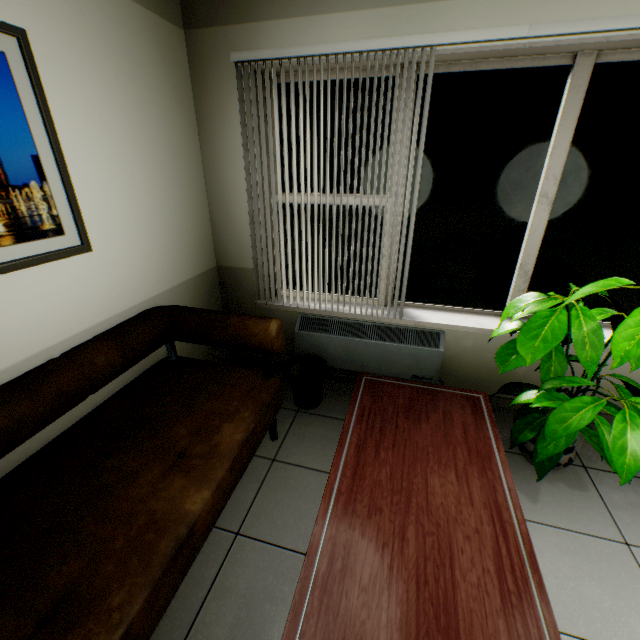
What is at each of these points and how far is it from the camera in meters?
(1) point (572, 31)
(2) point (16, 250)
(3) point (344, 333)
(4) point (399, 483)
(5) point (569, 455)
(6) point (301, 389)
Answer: (1) blinds, 1.6
(2) picture, 1.4
(3) radiator, 2.6
(4) table, 1.4
(5) flower pot, 2.0
(6) garbage can, 2.7

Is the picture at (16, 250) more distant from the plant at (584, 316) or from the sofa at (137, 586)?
the plant at (584, 316)

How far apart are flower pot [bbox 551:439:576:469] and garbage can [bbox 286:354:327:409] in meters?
1.4

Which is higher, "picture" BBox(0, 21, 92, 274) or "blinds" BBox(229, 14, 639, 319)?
"blinds" BBox(229, 14, 639, 319)

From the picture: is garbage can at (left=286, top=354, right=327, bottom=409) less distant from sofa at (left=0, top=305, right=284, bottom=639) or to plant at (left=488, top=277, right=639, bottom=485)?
sofa at (left=0, top=305, right=284, bottom=639)

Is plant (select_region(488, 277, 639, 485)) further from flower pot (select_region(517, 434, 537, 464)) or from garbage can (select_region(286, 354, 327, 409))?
garbage can (select_region(286, 354, 327, 409))

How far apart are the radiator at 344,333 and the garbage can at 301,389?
0.08m

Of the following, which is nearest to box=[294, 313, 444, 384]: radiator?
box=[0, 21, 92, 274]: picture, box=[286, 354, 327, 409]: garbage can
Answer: box=[286, 354, 327, 409]: garbage can
